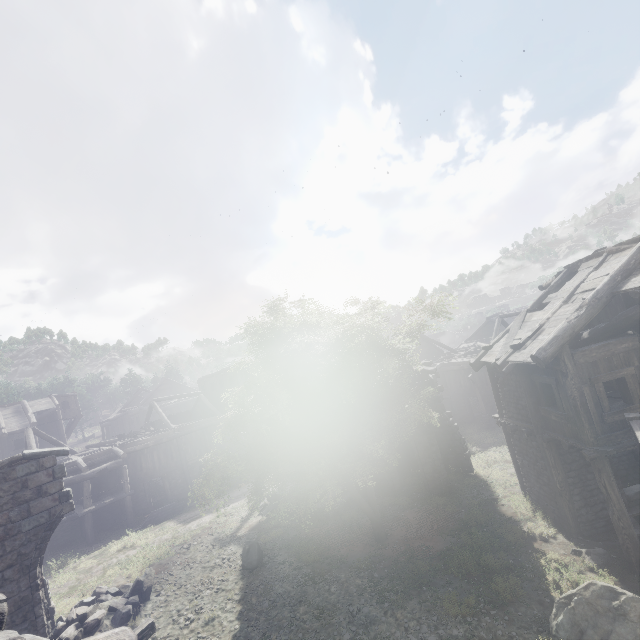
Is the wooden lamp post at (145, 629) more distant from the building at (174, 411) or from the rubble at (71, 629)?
the rubble at (71, 629)

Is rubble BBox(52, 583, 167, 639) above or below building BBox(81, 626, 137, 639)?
below

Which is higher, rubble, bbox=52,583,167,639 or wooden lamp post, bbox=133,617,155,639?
wooden lamp post, bbox=133,617,155,639

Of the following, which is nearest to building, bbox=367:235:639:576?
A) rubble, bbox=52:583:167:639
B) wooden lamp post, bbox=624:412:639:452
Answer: rubble, bbox=52:583:167:639

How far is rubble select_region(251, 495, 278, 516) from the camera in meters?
19.4

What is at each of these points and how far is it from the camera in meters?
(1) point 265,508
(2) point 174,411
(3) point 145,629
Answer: (1) rubble, 19.7 m
(2) building, 46.1 m
(3) wooden lamp post, 5.4 m

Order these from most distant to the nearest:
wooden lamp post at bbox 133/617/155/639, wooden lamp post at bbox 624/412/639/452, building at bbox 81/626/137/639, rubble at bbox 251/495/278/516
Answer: rubble at bbox 251/495/278/516, wooden lamp post at bbox 624/412/639/452, wooden lamp post at bbox 133/617/155/639, building at bbox 81/626/137/639

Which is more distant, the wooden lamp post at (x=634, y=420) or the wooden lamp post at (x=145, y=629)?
the wooden lamp post at (x=634, y=420)
